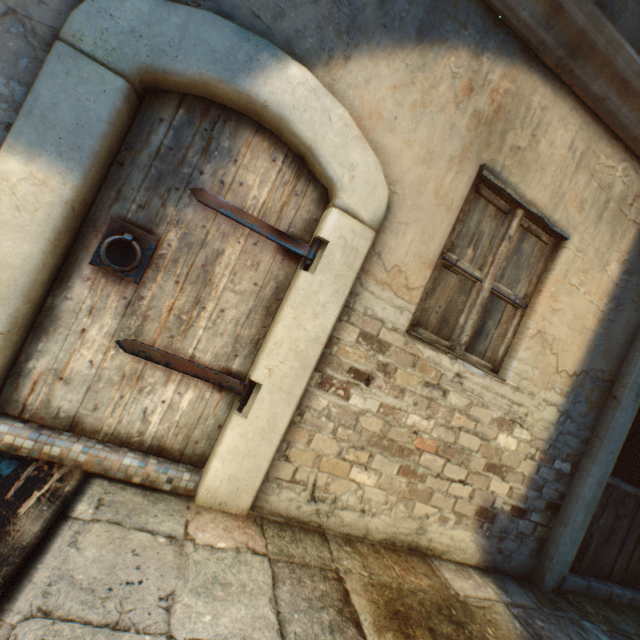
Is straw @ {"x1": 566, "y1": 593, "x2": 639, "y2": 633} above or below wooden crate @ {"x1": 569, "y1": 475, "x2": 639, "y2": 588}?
below

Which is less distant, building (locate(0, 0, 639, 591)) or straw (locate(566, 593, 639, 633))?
building (locate(0, 0, 639, 591))

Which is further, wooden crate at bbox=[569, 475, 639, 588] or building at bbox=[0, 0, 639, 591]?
wooden crate at bbox=[569, 475, 639, 588]

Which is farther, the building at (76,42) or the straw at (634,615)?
the straw at (634,615)

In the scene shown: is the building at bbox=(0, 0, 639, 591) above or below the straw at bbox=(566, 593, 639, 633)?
above

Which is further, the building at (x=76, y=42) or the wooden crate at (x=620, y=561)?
the wooden crate at (x=620, y=561)

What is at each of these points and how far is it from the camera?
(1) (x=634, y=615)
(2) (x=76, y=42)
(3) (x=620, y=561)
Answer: (1) straw, 3.13m
(2) building, 1.51m
(3) wooden crate, 3.38m
